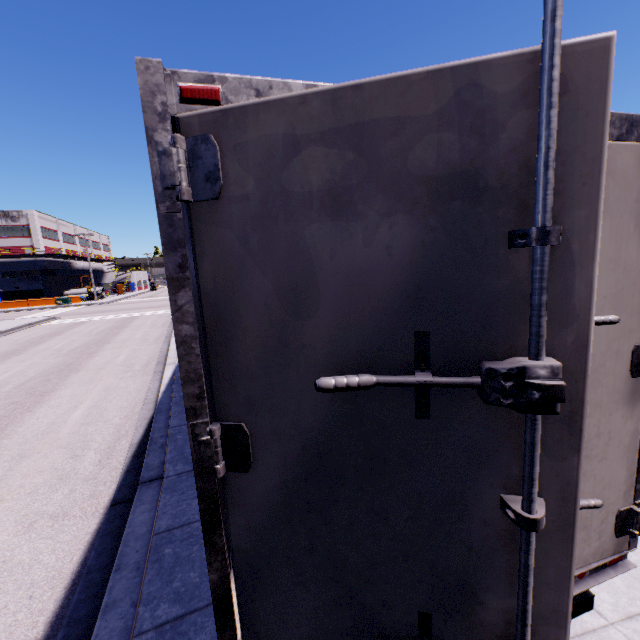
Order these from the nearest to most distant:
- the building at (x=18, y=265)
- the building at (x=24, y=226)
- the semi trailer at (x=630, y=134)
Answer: the semi trailer at (x=630, y=134) → the building at (x=24, y=226) → the building at (x=18, y=265)

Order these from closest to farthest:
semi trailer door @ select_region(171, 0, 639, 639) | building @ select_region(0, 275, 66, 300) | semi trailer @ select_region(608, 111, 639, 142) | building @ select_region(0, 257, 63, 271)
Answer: semi trailer door @ select_region(171, 0, 639, 639) < semi trailer @ select_region(608, 111, 639, 142) < building @ select_region(0, 257, 63, 271) < building @ select_region(0, 275, 66, 300)

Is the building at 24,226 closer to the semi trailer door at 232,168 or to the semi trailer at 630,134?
the semi trailer at 630,134

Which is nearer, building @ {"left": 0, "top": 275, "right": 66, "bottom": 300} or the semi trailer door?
the semi trailer door

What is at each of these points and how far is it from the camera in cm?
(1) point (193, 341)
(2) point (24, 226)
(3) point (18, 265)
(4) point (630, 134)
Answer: (1) semi trailer, 119
(2) building, 5138
(3) building, 5178
(4) semi trailer, 168

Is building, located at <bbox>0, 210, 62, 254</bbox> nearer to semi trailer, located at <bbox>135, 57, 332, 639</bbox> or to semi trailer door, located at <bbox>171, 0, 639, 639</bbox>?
semi trailer, located at <bbox>135, 57, 332, 639</bbox>

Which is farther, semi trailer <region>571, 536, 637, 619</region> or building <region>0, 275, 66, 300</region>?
building <region>0, 275, 66, 300</region>
